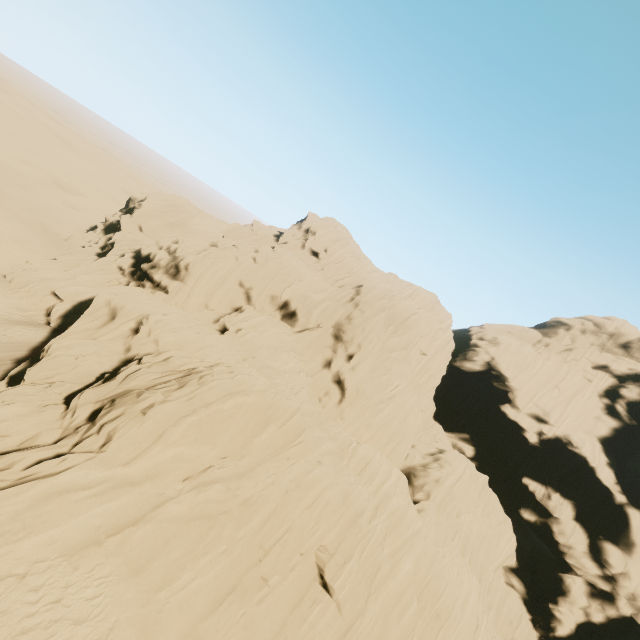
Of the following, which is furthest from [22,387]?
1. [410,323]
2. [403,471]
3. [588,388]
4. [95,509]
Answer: → [588,388]
